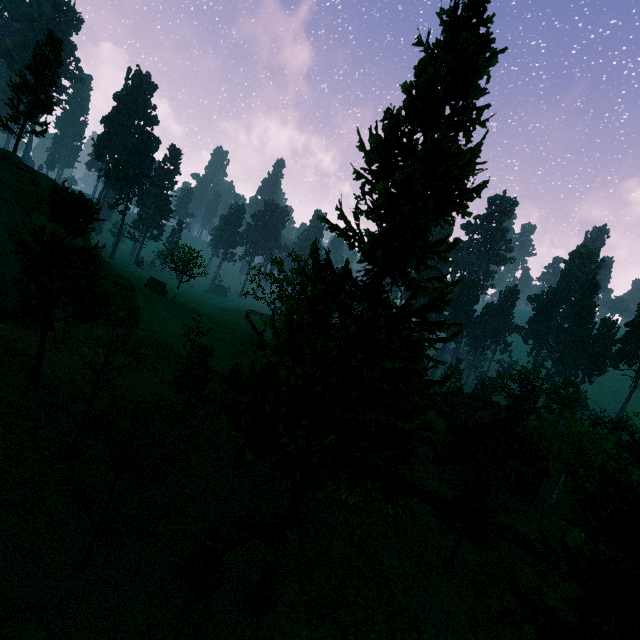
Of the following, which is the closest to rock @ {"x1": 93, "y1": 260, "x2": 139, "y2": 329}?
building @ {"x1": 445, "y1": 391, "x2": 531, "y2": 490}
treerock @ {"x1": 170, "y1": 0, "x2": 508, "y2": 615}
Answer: treerock @ {"x1": 170, "y1": 0, "x2": 508, "y2": 615}

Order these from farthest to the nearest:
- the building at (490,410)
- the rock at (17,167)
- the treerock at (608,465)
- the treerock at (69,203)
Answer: the building at (490,410), the rock at (17,167), the treerock at (69,203), the treerock at (608,465)

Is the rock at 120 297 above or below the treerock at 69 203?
below

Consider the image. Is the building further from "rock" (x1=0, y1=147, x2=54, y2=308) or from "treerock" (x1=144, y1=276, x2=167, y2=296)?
"rock" (x1=0, y1=147, x2=54, y2=308)

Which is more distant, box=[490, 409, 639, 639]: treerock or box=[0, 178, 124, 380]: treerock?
box=[0, 178, 124, 380]: treerock

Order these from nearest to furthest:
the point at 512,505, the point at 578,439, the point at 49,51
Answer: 1. the point at 578,439
2. the point at 512,505
3. the point at 49,51

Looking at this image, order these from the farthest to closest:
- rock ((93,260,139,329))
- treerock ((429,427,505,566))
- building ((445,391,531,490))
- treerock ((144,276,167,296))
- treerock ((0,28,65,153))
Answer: treerock ((144,276,167,296))
treerock ((0,28,65,153))
building ((445,391,531,490))
rock ((93,260,139,329))
treerock ((429,427,505,566))
